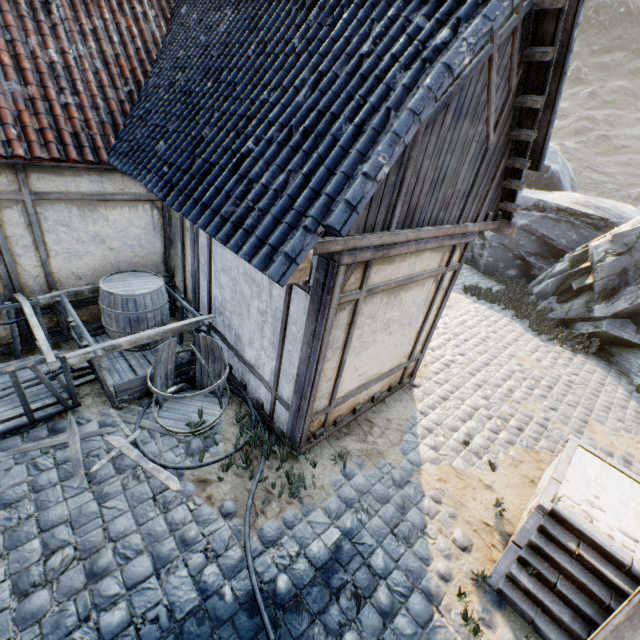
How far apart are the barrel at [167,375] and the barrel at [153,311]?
1.00m

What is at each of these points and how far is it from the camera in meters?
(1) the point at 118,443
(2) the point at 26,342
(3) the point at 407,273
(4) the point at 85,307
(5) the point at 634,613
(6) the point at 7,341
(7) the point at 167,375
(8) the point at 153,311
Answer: (1) wood chunk, 4.1 m
(2) building, 5.2 m
(3) building, 4.1 m
(4) building, 5.6 m
(5) washtub, 3.0 m
(6) building, 5.1 m
(7) barrel, 4.7 m
(8) barrel, 5.3 m

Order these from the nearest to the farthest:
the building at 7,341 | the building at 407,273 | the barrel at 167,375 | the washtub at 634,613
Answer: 1. the washtub at 634,613
2. the building at 407,273
3. the barrel at 167,375
4. the building at 7,341

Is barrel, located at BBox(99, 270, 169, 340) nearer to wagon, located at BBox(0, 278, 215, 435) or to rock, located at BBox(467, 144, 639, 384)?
wagon, located at BBox(0, 278, 215, 435)

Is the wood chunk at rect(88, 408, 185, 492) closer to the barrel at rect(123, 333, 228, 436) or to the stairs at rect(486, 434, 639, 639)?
the barrel at rect(123, 333, 228, 436)

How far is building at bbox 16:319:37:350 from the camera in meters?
5.1 m

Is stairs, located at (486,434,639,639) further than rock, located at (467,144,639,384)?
No
